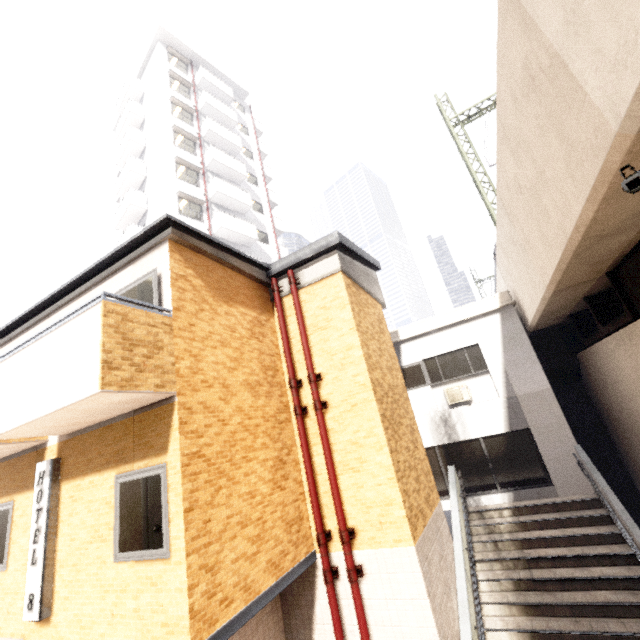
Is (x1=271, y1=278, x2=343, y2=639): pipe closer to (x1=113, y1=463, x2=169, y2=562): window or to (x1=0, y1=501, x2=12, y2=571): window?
(x1=113, y1=463, x2=169, y2=562): window

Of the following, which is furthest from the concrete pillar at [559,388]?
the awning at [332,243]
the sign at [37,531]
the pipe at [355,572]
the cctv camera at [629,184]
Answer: the sign at [37,531]

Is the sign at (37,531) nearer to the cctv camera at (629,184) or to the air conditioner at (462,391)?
the cctv camera at (629,184)

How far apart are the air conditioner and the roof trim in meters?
2.9

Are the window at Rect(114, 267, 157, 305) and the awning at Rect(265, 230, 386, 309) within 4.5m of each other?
Answer: yes

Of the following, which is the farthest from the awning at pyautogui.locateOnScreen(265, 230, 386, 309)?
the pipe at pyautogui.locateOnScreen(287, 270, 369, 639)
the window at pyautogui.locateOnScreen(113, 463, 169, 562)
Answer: the window at pyautogui.locateOnScreen(113, 463, 169, 562)

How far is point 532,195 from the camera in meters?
5.8 m

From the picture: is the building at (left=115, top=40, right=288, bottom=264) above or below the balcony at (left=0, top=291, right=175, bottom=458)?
above
